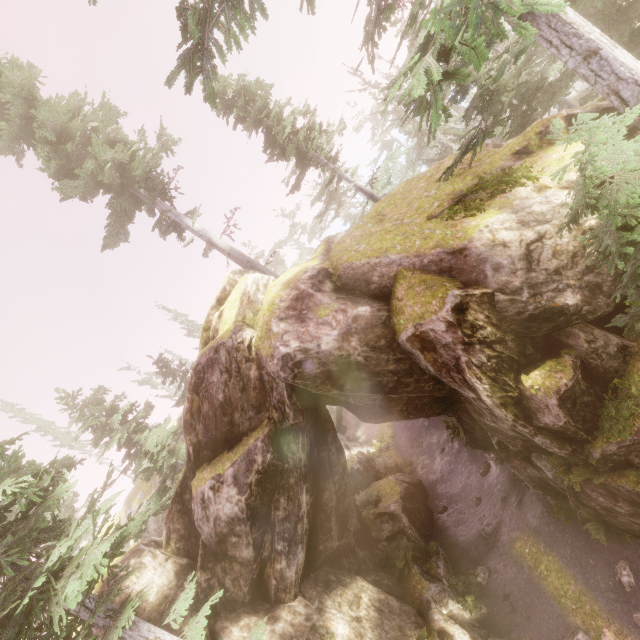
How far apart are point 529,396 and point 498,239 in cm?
461

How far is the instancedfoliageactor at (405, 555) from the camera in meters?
15.3 m

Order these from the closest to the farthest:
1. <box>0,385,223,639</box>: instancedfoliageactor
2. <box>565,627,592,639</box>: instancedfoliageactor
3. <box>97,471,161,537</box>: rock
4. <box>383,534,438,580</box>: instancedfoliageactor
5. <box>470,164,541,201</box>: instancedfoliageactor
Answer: <box>0,385,223,639</box>: instancedfoliageactor → <box>470,164,541,201</box>: instancedfoliageactor → <box>565,627,592,639</box>: instancedfoliageactor → <box>383,534,438,580</box>: instancedfoliageactor → <box>97,471,161,537</box>: rock

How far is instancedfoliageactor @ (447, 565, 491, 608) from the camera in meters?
13.4

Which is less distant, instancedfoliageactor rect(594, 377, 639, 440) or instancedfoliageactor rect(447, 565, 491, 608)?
instancedfoliageactor rect(594, 377, 639, 440)

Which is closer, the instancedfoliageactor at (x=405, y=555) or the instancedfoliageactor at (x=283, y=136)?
the instancedfoliageactor at (x=283, y=136)
